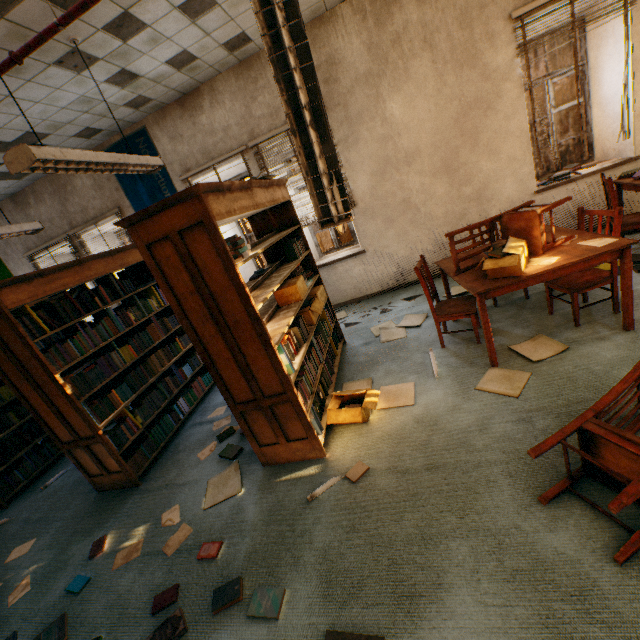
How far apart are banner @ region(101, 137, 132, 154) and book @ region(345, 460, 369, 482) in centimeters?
506cm

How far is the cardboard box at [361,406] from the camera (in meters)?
2.78

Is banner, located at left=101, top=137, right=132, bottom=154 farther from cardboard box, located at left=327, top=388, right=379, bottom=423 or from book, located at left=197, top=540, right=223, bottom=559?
book, located at left=197, top=540, right=223, bottom=559

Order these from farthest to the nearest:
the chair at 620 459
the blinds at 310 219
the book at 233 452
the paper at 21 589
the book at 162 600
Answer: the blinds at 310 219, the book at 233 452, the paper at 21 589, the book at 162 600, the chair at 620 459

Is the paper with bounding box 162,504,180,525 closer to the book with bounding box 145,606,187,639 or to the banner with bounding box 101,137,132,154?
the book with bounding box 145,606,187,639

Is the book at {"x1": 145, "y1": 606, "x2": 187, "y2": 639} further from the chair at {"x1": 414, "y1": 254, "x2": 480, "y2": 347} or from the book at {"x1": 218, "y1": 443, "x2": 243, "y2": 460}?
the chair at {"x1": 414, "y1": 254, "x2": 480, "y2": 347}

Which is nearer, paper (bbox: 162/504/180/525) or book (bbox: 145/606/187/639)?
book (bbox: 145/606/187/639)

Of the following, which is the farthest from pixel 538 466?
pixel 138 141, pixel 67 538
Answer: pixel 138 141
